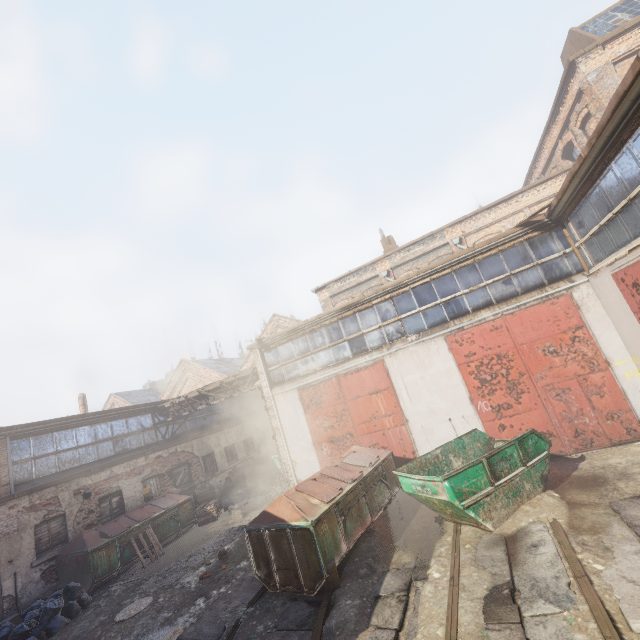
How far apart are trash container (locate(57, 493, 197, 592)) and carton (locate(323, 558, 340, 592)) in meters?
9.1

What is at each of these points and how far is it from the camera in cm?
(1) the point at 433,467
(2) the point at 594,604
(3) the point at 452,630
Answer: (1) container, 837
(2) track, 422
(3) track, 455

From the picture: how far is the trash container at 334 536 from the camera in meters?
6.7 m

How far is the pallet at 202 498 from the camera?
14.5m

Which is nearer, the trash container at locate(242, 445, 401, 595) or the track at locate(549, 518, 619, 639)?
the track at locate(549, 518, 619, 639)

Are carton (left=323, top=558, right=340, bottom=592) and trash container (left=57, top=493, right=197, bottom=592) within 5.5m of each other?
no

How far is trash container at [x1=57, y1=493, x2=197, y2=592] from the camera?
10.89m

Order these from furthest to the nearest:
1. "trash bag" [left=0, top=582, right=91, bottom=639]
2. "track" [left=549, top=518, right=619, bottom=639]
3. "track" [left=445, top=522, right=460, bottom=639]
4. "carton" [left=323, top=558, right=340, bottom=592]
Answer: "trash bag" [left=0, top=582, right=91, bottom=639] → "carton" [left=323, top=558, right=340, bottom=592] → "track" [left=445, top=522, right=460, bottom=639] → "track" [left=549, top=518, right=619, bottom=639]
